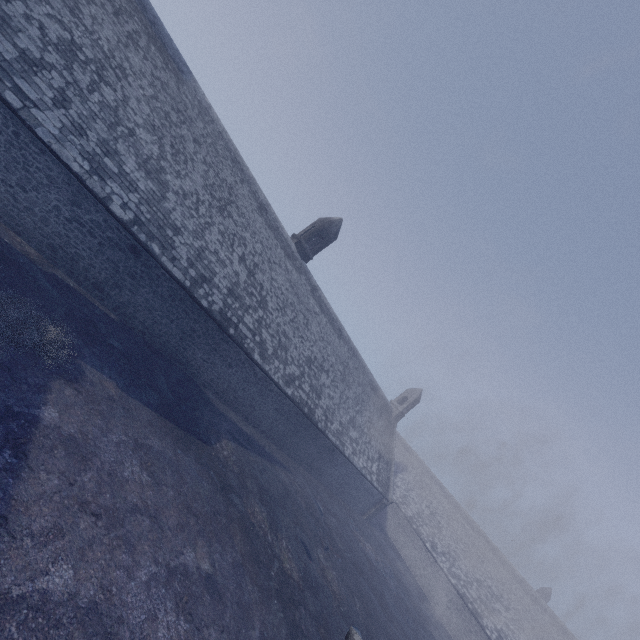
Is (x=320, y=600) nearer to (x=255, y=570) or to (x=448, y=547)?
(x=255, y=570)
